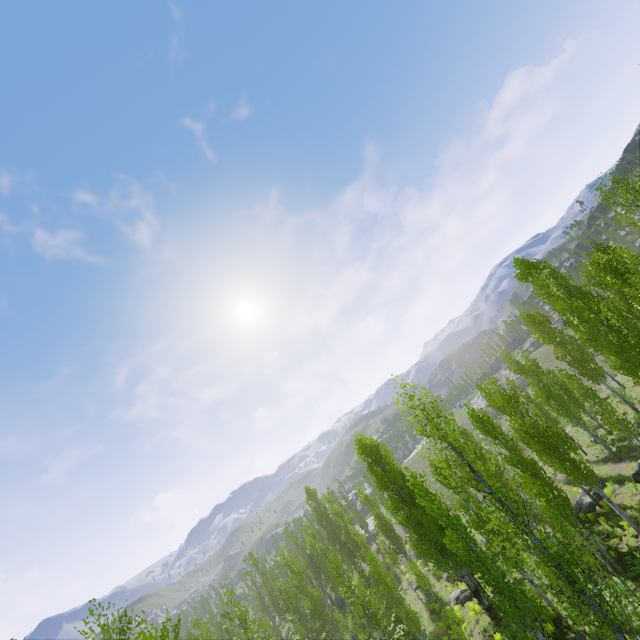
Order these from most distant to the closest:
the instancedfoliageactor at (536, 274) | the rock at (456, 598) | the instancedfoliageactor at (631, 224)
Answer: the rock at (456, 598) → the instancedfoliageactor at (631, 224) → the instancedfoliageactor at (536, 274)

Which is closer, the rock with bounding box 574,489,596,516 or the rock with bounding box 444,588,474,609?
the rock with bounding box 574,489,596,516

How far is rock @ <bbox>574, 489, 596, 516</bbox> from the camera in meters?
23.0 m

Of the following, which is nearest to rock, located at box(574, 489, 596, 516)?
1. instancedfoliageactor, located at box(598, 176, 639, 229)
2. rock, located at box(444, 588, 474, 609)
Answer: instancedfoliageactor, located at box(598, 176, 639, 229)

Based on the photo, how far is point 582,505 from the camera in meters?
23.8 m

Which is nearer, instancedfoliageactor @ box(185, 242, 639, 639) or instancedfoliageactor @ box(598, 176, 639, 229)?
instancedfoliageactor @ box(185, 242, 639, 639)

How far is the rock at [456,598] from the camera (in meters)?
25.22

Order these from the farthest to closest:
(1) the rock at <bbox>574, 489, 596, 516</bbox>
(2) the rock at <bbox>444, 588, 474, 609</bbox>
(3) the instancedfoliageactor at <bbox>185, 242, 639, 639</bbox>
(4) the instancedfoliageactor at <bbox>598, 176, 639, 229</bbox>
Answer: (2) the rock at <bbox>444, 588, 474, 609</bbox>, (1) the rock at <bbox>574, 489, 596, 516</bbox>, (4) the instancedfoliageactor at <bbox>598, 176, 639, 229</bbox>, (3) the instancedfoliageactor at <bbox>185, 242, 639, 639</bbox>
